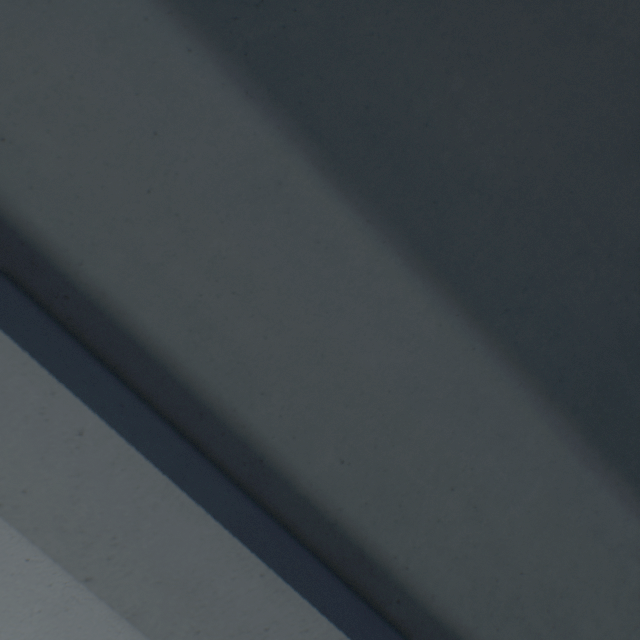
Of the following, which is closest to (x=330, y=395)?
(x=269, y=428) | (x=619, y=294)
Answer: (x=269, y=428)
